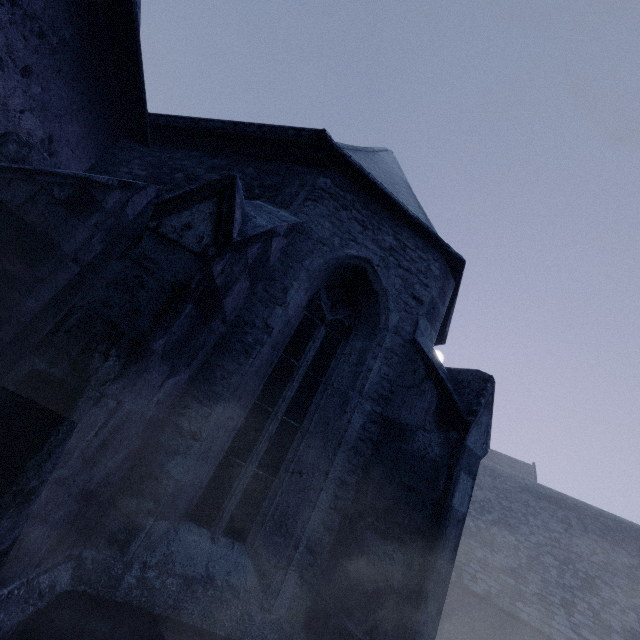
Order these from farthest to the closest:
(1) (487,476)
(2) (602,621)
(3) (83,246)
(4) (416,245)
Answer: (1) (487,476) → (2) (602,621) → (4) (416,245) → (3) (83,246)
